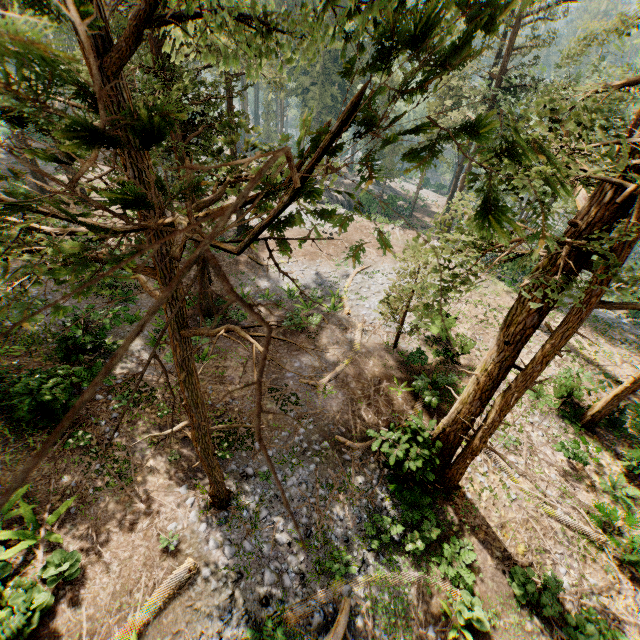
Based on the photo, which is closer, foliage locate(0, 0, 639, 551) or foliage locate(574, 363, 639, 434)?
foliage locate(0, 0, 639, 551)

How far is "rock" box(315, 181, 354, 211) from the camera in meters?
37.3

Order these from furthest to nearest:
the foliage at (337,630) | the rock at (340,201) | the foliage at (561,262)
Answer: the rock at (340,201), the foliage at (337,630), the foliage at (561,262)

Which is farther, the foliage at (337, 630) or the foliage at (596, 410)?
the foliage at (596, 410)

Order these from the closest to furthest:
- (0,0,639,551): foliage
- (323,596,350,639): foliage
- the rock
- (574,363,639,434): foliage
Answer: (0,0,639,551): foliage, (323,596,350,639): foliage, (574,363,639,434): foliage, the rock

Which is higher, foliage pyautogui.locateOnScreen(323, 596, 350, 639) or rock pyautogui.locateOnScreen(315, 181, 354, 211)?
foliage pyautogui.locateOnScreen(323, 596, 350, 639)

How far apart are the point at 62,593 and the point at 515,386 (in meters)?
13.68
